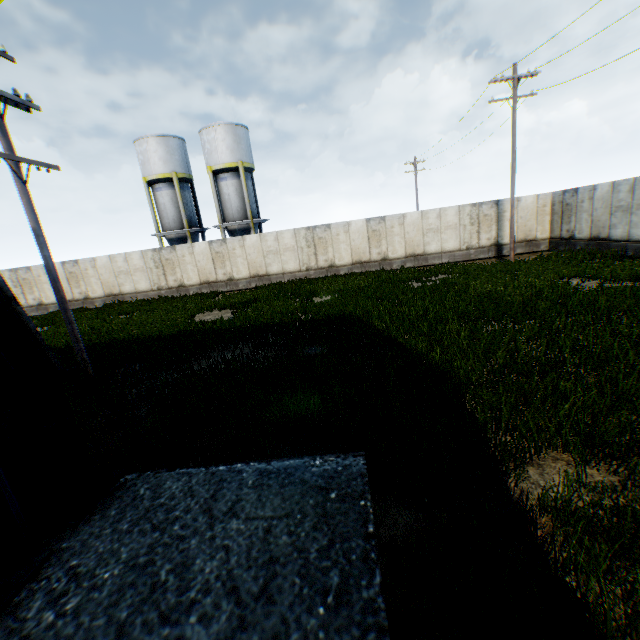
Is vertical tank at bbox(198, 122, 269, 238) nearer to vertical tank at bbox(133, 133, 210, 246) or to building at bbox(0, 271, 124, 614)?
vertical tank at bbox(133, 133, 210, 246)

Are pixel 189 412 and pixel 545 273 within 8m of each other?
no

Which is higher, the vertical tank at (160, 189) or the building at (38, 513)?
the vertical tank at (160, 189)

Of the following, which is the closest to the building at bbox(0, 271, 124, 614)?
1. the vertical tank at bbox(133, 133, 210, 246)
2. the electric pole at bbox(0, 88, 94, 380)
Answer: the electric pole at bbox(0, 88, 94, 380)

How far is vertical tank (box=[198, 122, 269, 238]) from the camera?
25.9 meters

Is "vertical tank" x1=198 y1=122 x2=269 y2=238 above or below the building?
above

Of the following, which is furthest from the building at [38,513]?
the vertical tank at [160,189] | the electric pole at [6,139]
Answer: the vertical tank at [160,189]

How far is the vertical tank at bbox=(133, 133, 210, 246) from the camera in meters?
26.3
